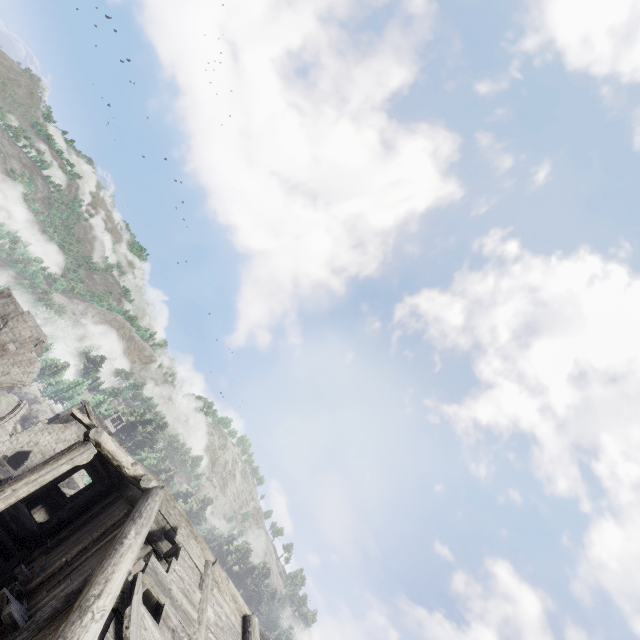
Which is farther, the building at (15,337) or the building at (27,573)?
the building at (15,337)

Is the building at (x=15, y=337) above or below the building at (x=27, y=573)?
above

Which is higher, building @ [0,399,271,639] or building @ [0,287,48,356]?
building @ [0,287,48,356]

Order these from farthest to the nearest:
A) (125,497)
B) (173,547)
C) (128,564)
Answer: (173,547) → (125,497) → (128,564)

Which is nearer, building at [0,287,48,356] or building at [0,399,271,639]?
building at [0,399,271,639]
